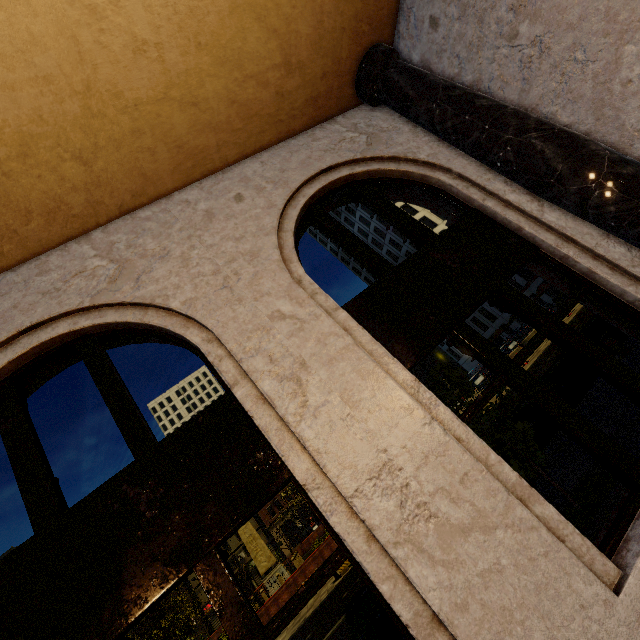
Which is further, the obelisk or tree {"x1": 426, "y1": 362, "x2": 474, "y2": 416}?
the obelisk

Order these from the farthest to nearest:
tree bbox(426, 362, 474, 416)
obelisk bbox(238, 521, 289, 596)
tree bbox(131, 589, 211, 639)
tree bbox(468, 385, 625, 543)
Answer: obelisk bbox(238, 521, 289, 596) < tree bbox(131, 589, 211, 639) < tree bbox(426, 362, 474, 416) < tree bbox(468, 385, 625, 543)

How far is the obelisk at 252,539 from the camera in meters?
29.2

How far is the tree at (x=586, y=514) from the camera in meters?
4.6 m

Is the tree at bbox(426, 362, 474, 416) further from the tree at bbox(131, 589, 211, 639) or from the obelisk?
the obelisk

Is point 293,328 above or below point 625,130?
above

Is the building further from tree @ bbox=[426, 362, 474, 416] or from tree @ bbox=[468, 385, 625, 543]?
tree @ bbox=[426, 362, 474, 416]

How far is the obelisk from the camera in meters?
29.2
